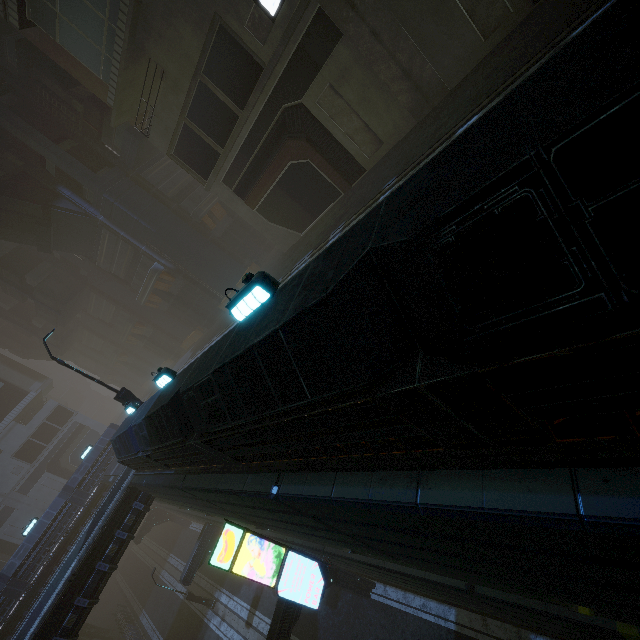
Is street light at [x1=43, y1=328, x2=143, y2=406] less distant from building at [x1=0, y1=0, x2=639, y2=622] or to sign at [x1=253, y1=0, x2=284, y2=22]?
building at [x1=0, y1=0, x2=639, y2=622]

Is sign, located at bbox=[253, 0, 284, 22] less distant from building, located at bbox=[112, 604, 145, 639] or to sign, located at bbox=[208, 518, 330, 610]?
building, located at bbox=[112, 604, 145, 639]

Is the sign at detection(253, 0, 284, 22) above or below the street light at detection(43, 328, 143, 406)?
above

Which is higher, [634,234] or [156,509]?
[634,234]

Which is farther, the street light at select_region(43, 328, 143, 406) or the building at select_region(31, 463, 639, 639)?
the street light at select_region(43, 328, 143, 406)

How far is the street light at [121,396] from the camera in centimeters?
1421cm

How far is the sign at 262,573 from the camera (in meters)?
10.66

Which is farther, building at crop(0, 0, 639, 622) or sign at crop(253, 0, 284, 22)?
sign at crop(253, 0, 284, 22)
